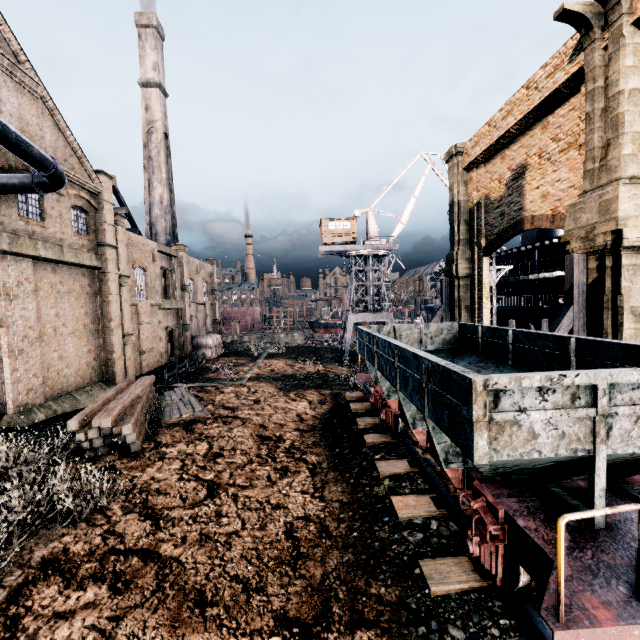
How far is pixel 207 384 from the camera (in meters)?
25.64

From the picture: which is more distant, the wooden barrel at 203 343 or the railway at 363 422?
the wooden barrel at 203 343

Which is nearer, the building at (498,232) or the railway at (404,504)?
the railway at (404,504)

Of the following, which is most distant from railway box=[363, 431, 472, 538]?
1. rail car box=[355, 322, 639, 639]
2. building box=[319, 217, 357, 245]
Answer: building box=[319, 217, 357, 245]

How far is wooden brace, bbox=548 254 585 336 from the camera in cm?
1273

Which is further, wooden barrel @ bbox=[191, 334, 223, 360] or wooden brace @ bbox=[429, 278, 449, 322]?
wooden barrel @ bbox=[191, 334, 223, 360]

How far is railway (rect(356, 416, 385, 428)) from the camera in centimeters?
1356cm

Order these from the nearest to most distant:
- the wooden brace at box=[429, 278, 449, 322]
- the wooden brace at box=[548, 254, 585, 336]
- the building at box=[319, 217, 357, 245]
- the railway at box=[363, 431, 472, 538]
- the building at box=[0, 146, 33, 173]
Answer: the railway at box=[363, 431, 472, 538], the wooden brace at box=[548, 254, 585, 336], the building at box=[0, 146, 33, 173], the wooden brace at box=[429, 278, 449, 322], the building at box=[319, 217, 357, 245]
